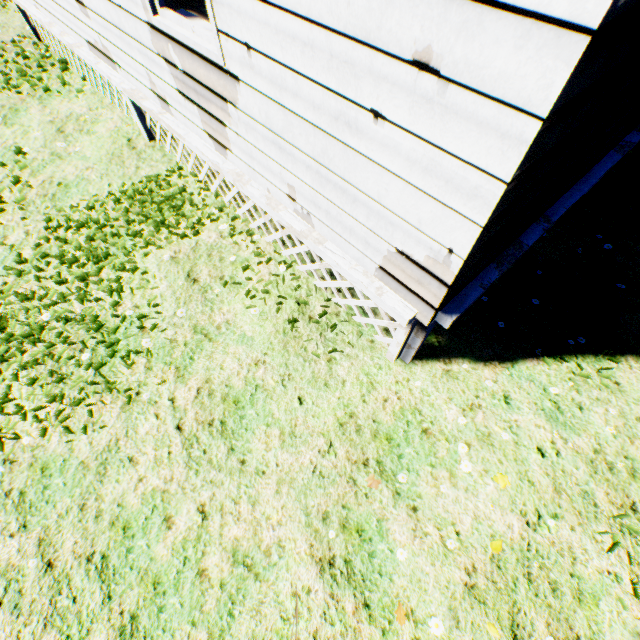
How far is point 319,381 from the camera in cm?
300
